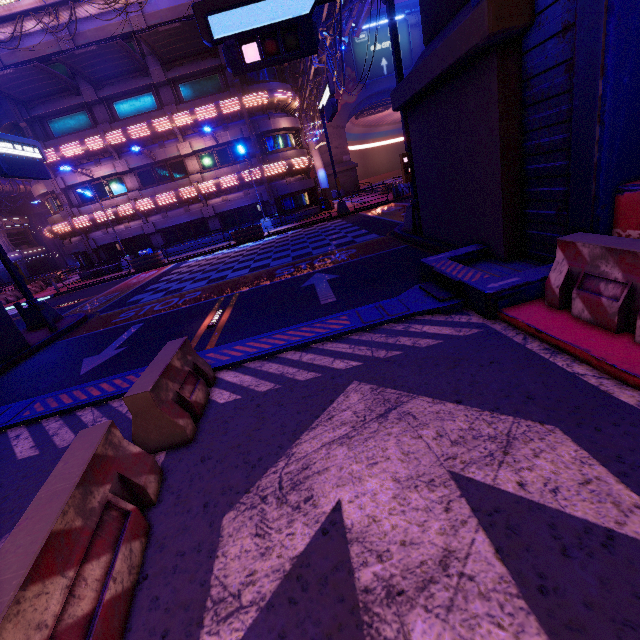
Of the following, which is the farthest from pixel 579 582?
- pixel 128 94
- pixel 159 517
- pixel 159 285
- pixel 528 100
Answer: pixel 128 94

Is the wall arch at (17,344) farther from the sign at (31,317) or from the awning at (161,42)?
the awning at (161,42)

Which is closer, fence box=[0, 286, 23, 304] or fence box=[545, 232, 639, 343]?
fence box=[545, 232, 639, 343]

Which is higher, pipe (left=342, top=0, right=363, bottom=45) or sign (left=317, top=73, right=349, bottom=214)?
pipe (left=342, top=0, right=363, bottom=45)

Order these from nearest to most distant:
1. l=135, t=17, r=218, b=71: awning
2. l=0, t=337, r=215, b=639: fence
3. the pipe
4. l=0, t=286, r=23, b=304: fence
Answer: l=0, t=337, r=215, b=639: fence, the pipe, l=135, t=17, r=218, b=71: awning, l=0, t=286, r=23, b=304: fence

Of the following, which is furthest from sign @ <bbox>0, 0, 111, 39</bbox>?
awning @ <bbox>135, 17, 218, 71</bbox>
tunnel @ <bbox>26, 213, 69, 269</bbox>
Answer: tunnel @ <bbox>26, 213, 69, 269</bbox>

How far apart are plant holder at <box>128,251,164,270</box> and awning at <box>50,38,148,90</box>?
11.5 meters

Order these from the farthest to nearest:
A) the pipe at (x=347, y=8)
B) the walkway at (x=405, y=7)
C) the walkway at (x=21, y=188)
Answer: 1. the walkway at (x=405, y=7)
2. the walkway at (x=21, y=188)
3. the pipe at (x=347, y=8)
